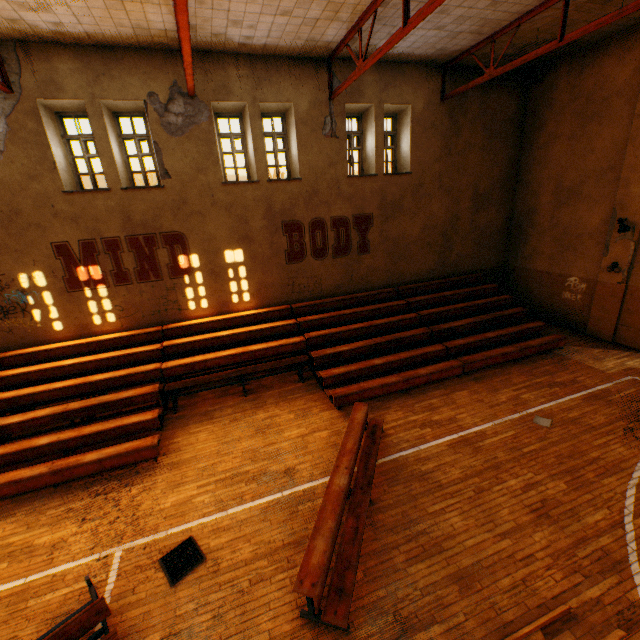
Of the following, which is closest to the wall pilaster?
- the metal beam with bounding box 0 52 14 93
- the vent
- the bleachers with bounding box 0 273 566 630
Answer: the bleachers with bounding box 0 273 566 630

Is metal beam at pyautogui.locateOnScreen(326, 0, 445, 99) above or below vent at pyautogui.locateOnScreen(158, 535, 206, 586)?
above

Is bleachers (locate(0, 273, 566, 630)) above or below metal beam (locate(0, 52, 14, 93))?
below

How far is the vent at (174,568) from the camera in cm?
478

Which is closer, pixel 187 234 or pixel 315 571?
pixel 315 571

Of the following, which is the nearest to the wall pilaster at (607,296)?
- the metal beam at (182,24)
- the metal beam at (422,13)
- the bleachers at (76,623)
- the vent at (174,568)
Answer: the metal beam at (422,13)

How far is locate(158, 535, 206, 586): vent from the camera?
4.8 meters

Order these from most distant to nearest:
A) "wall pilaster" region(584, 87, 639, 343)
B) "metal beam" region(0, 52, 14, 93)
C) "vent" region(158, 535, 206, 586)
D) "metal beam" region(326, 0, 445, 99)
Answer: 1. "wall pilaster" region(584, 87, 639, 343)
2. "metal beam" region(0, 52, 14, 93)
3. "metal beam" region(326, 0, 445, 99)
4. "vent" region(158, 535, 206, 586)
